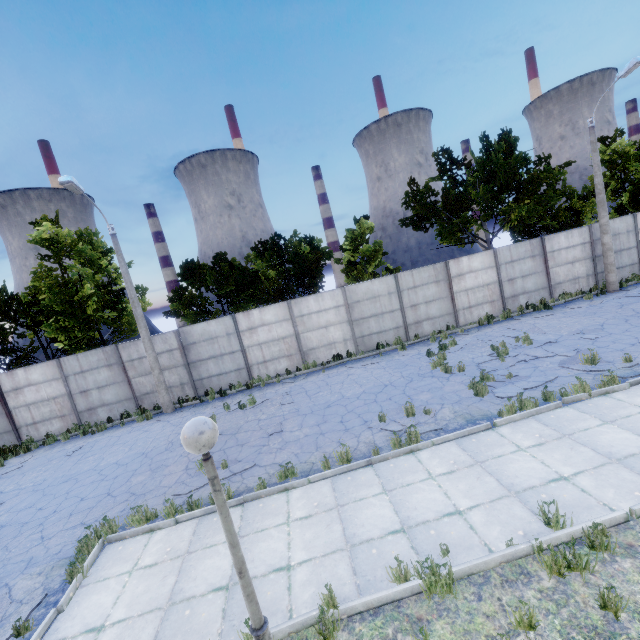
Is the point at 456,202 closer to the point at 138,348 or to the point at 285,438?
the point at 285,438

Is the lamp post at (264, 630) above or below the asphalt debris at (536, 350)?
above

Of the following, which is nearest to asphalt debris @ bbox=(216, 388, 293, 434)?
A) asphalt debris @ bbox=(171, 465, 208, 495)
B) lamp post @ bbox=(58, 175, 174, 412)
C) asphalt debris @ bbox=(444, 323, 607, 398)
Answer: asphalt debris @ bbox=(171, 465, 208, 495)

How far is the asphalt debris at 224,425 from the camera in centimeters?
1179cm

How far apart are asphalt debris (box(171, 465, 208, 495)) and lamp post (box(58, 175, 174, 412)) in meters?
7.0

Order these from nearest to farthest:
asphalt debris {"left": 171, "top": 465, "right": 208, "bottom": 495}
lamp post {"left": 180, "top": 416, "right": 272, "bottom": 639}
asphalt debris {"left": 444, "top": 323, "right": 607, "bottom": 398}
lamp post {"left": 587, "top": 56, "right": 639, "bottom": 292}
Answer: lamp post {"left": 180, "top": 416, "right": 272, "bottom": 639}
asphalt debris {"left": 171, "top": 465, "right": 208, "bottom": 495}
asphalt debris {"left": 444, "top": 323, "right": 607, "bottom": 398}
lamp post {"left": 587, "top": 56, "right": 639, "bottom": 292}

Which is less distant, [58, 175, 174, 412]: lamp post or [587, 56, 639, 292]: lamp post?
[58, 175, 174, 412]: lamp post

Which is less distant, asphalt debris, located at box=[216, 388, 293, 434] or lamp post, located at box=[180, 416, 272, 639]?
lamp post, located at box=[180, 416, 272, 639]
